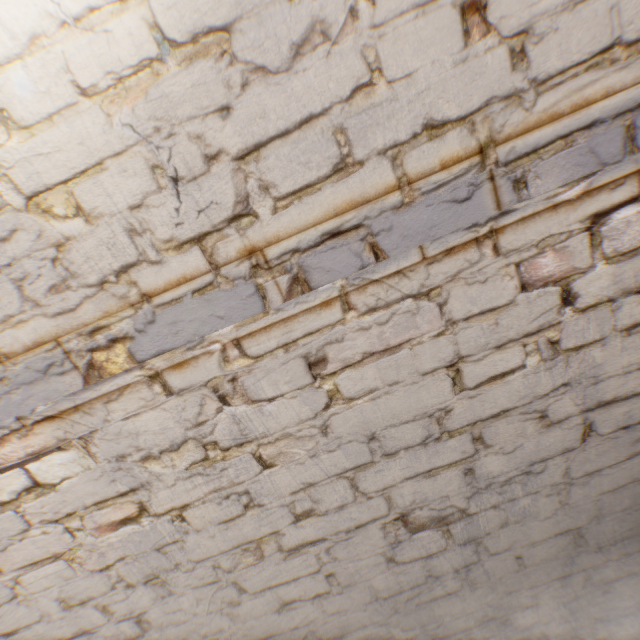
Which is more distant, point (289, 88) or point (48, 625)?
point (48, 625)
